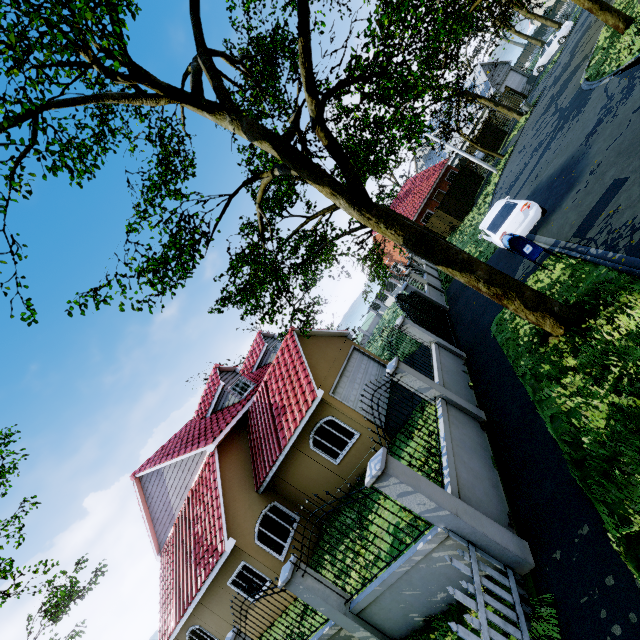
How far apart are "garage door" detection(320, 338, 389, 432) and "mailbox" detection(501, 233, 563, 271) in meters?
7.8 m

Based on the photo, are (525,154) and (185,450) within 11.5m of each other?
no

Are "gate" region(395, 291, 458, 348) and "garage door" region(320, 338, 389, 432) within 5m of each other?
yes

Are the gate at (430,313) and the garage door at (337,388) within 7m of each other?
yes

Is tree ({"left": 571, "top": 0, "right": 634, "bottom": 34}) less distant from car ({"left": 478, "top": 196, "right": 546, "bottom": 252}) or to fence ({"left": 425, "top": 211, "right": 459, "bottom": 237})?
fence ({"left": 425, "top": 211, "right": 459, "bottom": 237})

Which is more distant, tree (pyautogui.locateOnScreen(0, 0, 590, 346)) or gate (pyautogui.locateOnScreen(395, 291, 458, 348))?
gate (pyautogui.locateOnScreen(395, 291, 458, 348))

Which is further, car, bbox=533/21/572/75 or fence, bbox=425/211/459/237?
car, bbox=533/21/572/75

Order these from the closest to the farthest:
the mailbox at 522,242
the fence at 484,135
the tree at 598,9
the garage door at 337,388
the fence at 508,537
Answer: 1. the fence at 508,537
2. the mailbox at 522,242
3. the garage door at 337,388
4. the tree at 598,9
5. the fence at 484,135
